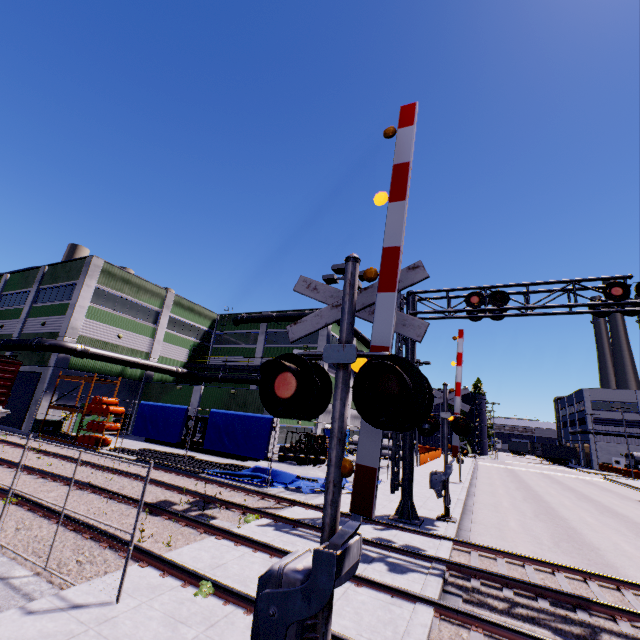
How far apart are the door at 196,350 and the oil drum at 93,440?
15.6 meters

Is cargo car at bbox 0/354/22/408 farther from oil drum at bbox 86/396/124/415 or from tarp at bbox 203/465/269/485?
oil drum at bbox 86/396/124/415

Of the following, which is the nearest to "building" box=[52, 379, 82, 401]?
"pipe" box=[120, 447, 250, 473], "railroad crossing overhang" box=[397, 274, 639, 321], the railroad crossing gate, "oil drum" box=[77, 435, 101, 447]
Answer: "pipe" box=[120, 447, 250, 473]

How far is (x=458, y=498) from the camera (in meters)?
16.55

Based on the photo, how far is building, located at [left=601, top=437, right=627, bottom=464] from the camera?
59.1m

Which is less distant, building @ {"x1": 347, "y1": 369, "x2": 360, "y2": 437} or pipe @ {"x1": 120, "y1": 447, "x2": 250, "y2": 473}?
pipe @ {"x1": 120, "y1": 447, "x2": 250, "y2": 473}

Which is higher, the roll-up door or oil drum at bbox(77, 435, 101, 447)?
the roll-up door

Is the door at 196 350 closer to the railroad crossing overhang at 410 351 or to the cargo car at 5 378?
the cargo car at 5 378
